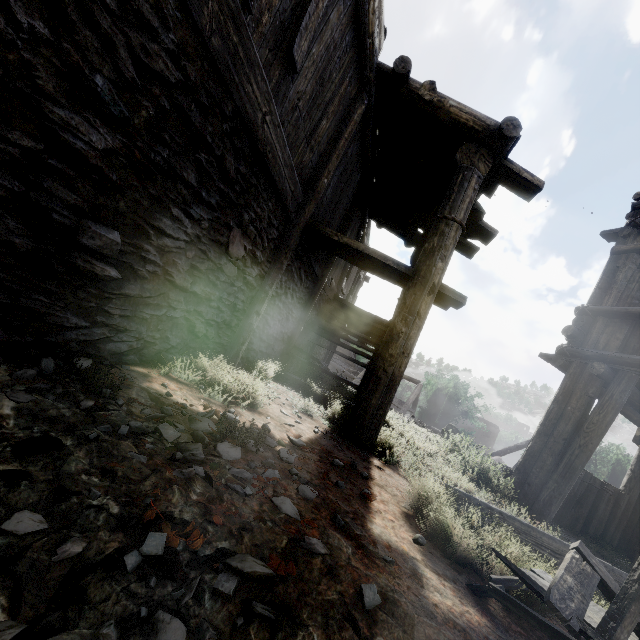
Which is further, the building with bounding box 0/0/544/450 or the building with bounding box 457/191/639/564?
the building with bounding box 457/191/639/564

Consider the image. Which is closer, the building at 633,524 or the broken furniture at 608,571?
the broken furniture at 608,571

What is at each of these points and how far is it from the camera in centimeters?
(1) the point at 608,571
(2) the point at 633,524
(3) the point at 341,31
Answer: (1) broken furniture, 241cm
(2) building, 667cm
(3) building, 379cm

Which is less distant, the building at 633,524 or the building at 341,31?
the building at 341,31

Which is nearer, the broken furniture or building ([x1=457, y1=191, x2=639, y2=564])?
the broken furniture
